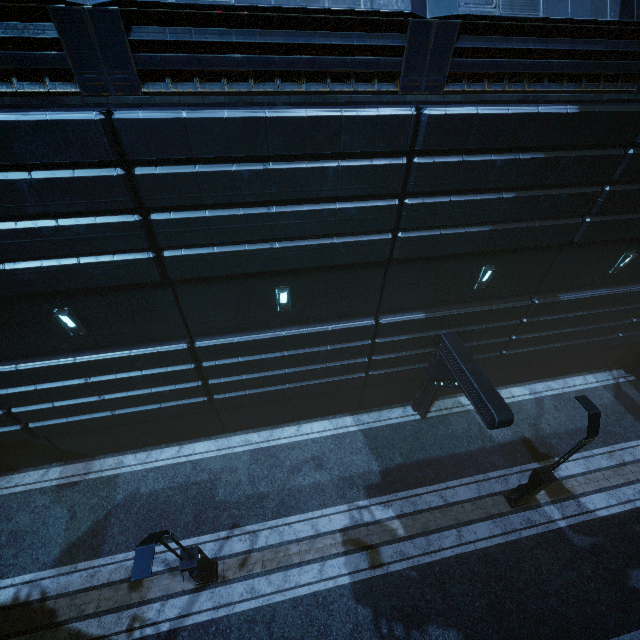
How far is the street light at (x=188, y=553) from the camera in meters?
6.0

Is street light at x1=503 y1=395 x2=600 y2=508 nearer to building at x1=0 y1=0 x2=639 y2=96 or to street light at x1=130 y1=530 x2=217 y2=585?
building at x1=0 y1=0 x2=639 y2=96

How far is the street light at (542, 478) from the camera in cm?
873

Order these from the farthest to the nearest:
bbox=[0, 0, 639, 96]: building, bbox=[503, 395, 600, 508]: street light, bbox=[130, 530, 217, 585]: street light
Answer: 1. bbox=[503, 395, 600, 508]: street light
2. bbox=[130, 530, 217, 585]: street light
3. bbox=[0, 0, 639, 96]: building

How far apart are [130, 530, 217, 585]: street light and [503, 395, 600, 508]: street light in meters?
10.6 m

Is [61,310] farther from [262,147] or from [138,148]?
[262,147]

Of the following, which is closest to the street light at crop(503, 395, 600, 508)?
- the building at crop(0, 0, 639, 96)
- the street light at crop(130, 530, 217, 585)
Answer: the building at crop(0, 0, 639, 96)
